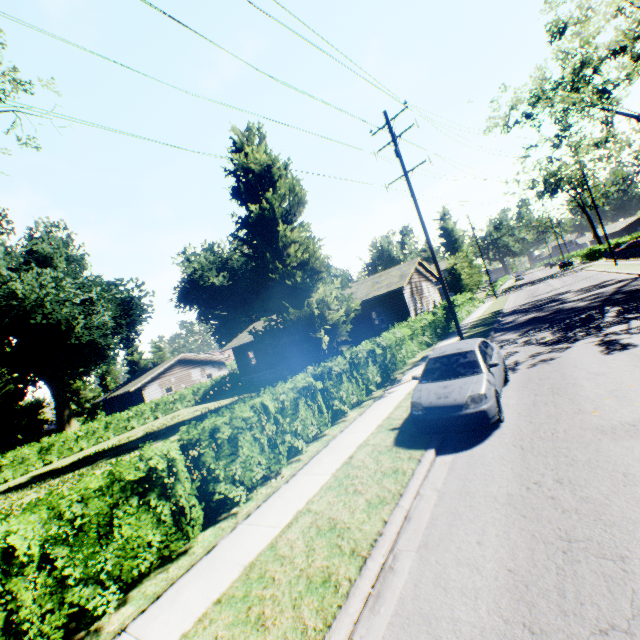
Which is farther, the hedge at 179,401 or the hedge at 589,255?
the hedge at 589,255

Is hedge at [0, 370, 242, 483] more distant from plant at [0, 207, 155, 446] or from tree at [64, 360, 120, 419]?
plant at [0, 207, 155, 446]

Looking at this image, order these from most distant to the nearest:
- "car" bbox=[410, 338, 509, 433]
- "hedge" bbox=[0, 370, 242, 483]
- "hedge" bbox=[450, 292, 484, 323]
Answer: "hedge" bbox=[450, 292, 484, 323]
"hedge" bbox=[0, 370, 242, 483]
"car" bbox=[410, 338, 509, 433]

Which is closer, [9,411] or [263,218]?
[263,218]

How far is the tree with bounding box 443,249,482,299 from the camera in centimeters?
3550cm

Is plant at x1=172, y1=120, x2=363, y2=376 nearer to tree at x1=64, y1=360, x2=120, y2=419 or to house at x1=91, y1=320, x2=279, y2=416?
tree at x1=64, y1=360, x2=120, y2=419

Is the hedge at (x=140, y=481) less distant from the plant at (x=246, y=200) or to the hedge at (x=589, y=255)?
the plant at (x=246, y=200)

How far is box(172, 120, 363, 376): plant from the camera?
22.8m
